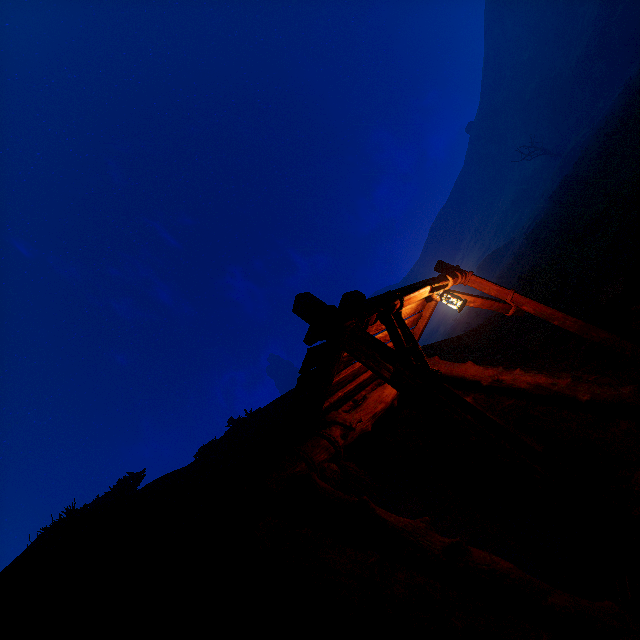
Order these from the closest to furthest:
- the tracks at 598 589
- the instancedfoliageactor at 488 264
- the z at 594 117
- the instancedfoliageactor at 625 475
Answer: the z at 594 117
the tracks at 598 589
the instancedfoliageactor at 625 475
the instancedfoliageactor at 488 264

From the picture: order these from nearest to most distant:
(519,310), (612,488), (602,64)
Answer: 1. (612,488)
2. (519,310)
3. (602,64)

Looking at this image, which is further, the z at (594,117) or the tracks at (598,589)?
the tracks at (598,589)

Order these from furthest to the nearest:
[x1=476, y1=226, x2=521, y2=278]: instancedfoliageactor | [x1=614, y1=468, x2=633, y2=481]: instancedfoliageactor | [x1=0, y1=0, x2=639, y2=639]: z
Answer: [x1=476, y1=226, x2=521, y2=278]: instancedfoliageactor → [x1=614, y1=468, x2=633, y2=481]: instancedfoliageactor → [x1=0, y1=0, x2=639, y2=639]: z

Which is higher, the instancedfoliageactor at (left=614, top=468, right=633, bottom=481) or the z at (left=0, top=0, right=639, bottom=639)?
the z at (left=0, top=0, right=639, bottom=639)

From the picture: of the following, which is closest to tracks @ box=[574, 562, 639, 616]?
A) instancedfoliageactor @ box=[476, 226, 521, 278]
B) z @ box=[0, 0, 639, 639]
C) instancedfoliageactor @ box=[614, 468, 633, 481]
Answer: z @ box=[0, 0, 639, 639]

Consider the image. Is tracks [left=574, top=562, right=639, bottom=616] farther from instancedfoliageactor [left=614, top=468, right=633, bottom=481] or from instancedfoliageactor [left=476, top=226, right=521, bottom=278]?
instancedfoliageactor [left=476, top=226, right=521, bottom=278]

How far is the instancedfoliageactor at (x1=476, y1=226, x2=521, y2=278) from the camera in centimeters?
4734cm
